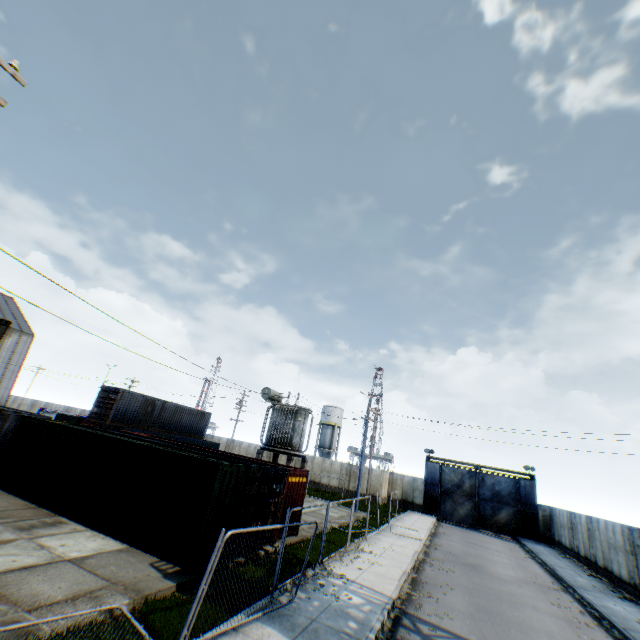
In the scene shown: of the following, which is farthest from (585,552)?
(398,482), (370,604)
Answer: (370,604)

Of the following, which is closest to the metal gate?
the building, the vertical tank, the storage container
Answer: the vertical tank

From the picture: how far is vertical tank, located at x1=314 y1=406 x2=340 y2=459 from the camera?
57.5m

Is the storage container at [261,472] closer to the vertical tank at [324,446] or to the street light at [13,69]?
the street light at [13,69]

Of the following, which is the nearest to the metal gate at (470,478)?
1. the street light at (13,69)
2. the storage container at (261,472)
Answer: the storage container at (261,472)

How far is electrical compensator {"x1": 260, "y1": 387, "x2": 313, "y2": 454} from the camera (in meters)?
20.03

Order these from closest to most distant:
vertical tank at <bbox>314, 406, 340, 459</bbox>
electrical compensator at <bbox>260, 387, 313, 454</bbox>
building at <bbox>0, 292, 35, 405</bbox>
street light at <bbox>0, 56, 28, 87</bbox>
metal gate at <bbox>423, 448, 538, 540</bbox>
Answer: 1. street light at <bbox>0, 56, 28, 87</bbox>
2. electrical compensator at <bbox>260, 387, 313, 454</bbox>
3. metal gate at <bbox>423, 448, 538, 540</bbox>
4. building at <bbox>0, 292, 35, 405</bbox>
5. vertical tank at <bbox>314, 406, 340, 459</bbox>

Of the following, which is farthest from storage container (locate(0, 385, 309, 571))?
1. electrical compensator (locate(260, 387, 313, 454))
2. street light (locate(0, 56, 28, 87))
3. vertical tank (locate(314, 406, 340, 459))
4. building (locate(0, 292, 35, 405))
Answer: vertical tank (locate(314, 406, 340, 459))
